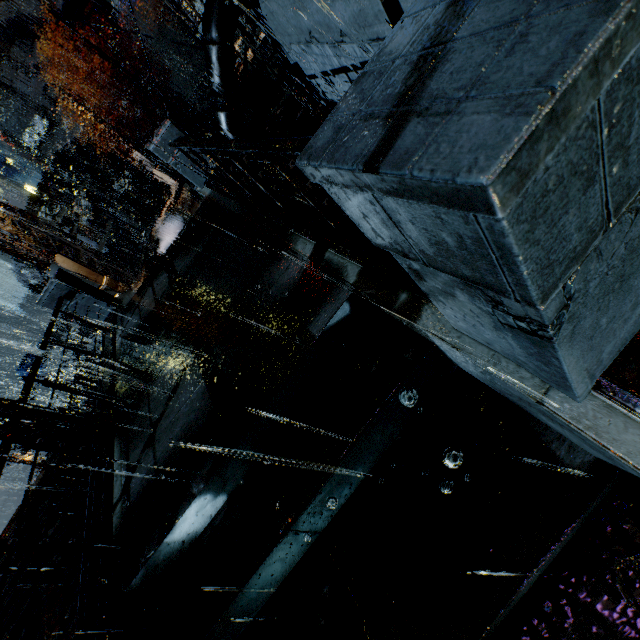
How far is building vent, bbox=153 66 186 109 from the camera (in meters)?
37.56

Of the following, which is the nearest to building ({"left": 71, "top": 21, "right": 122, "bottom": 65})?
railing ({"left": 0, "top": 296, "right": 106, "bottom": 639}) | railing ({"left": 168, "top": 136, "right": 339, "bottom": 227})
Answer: railing ({"left": 0, "top": 296, "right": 106, "bottom": 639})

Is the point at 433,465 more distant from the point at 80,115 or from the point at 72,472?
the point at 80,115

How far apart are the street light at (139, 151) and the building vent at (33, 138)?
35.6m

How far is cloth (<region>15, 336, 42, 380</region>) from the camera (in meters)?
32.89

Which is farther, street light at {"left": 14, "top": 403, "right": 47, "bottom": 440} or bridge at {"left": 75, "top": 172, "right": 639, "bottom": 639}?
street light at {"left": 14, "top": 403, "right": 47, "bottom": 440}

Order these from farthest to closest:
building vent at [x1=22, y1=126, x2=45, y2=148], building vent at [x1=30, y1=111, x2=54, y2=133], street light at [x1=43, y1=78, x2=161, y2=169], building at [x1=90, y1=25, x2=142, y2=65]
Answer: building vent at [x1=22, y1=126, x2=45, y2=148] < building vent at [x1=30, y1=111, x2=54, y2=133] < building at [x1=90, y1=25, x2=142, y2=65] < street light at [x1=43, y1=78, x2=161, y2=169]

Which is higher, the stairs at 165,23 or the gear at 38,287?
the stairs at 165,23
